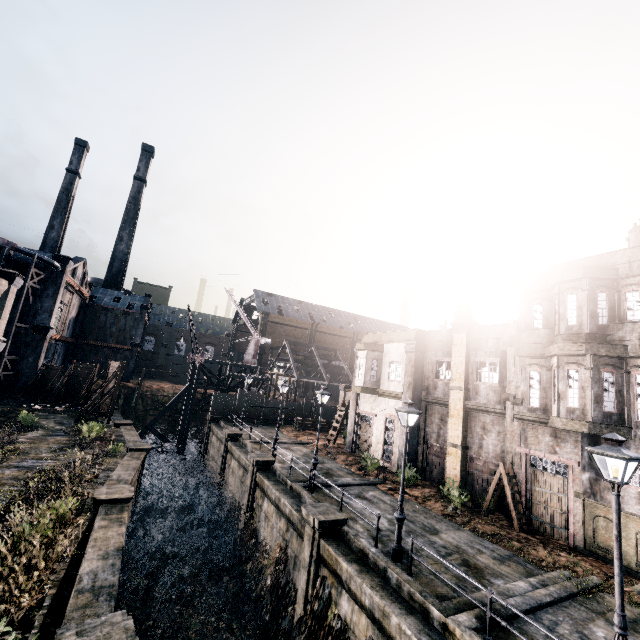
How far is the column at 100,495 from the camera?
13.8 meters

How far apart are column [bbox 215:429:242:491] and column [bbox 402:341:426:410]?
14.1 meters

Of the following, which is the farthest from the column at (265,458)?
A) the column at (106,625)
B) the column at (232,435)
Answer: the column at (106,625)

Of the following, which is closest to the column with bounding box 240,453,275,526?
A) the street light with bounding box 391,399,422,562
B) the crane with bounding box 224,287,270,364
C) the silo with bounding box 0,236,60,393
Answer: the street light with bounding box 391,399,422,562

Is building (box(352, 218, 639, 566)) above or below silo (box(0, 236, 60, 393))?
below

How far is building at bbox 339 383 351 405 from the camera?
45.2 meters

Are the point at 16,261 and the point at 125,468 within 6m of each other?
no

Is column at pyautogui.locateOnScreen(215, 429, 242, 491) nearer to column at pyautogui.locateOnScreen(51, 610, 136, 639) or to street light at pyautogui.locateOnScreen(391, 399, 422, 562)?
street light at pyautogui.locateOnScreen(391, 399, 422, 562)
